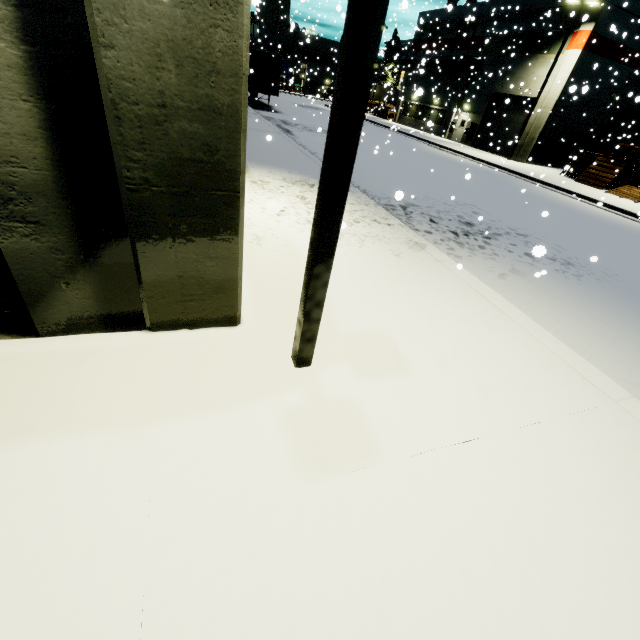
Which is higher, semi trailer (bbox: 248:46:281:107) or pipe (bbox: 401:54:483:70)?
pipe (bbox: 401:54:483:70)

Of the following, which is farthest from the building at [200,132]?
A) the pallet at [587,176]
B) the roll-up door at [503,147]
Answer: the pallet at [587,176]

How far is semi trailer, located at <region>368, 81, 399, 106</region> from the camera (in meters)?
46.17

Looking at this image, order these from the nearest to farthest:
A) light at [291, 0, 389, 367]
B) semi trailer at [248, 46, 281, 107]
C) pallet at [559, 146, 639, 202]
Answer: light at [291, 0, 389, 367] → pallet at [559, 146, 639, 202] → semi trailer at [248, 46, 281, 107]

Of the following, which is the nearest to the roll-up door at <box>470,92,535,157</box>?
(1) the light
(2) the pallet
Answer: (1) the light

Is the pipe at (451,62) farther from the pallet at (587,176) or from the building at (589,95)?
the pallet at (587,176)

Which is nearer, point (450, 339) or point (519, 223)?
point (450, 339)

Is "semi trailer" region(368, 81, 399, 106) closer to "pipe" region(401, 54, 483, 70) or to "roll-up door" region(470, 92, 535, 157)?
"pipe" region(401, 54, 483, 70)
